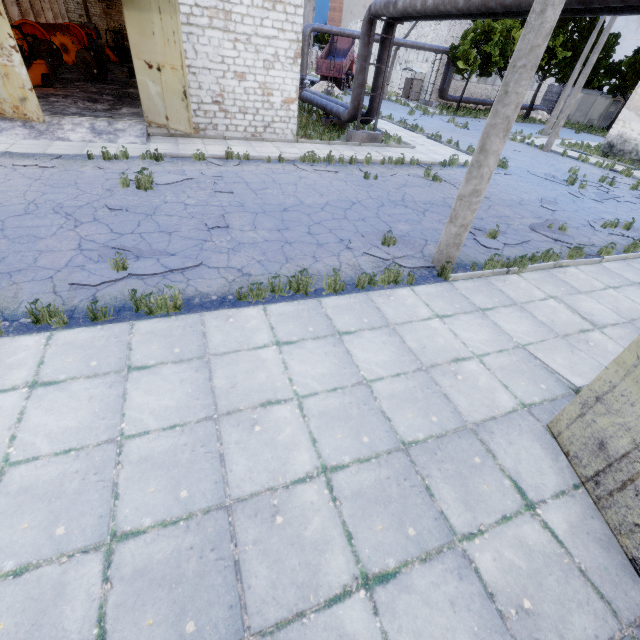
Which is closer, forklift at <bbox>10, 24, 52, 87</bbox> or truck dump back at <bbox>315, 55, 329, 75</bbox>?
forklift at <bbox>10, 24, 52, 87</bbox>

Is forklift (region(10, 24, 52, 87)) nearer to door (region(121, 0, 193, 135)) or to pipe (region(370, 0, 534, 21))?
door (region(121, 0, 193, 135))

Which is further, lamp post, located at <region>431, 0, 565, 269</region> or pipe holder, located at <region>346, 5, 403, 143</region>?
pipe holder, located at <region>346, 5, 403, 143</region>

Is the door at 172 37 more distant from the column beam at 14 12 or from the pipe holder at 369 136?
the column beam at 14 12

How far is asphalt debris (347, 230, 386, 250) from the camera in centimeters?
757cm

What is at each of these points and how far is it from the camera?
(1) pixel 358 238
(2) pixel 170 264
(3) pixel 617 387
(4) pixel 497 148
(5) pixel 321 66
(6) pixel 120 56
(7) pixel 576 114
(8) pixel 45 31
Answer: (1) asphalt debris, 7.89m
(2) asphalt debris, 6.05m
(3) door, 3.25m
(4) lamp post, 5.61m
(5) truck dump back, 36.53m
(6) forklift, 28.81m
(7) fuse box, 40.12m
(8) cable machine, 24.83m

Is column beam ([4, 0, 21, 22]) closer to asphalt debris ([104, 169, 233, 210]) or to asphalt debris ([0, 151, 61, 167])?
asphalt debris ([0, 151, 61, 167])

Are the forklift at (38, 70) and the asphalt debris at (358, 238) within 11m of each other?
no
